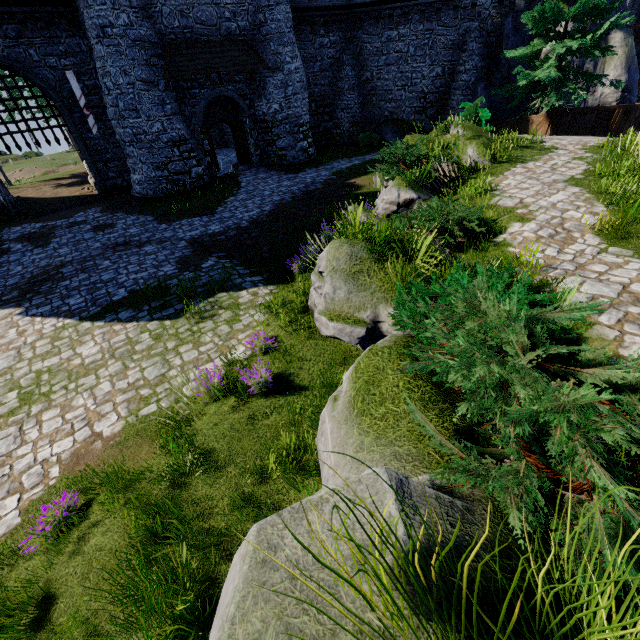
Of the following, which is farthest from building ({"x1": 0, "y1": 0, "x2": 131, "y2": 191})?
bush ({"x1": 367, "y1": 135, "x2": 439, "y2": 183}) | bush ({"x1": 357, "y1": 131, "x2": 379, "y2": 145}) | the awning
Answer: bush ({"x1": 367, "y1": 135, "x2": 439, "y2": 183})

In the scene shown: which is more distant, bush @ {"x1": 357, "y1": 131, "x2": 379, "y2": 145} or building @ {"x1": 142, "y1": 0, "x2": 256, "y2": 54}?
bush @ {"x1": 357, "y1": 131, "x2": 379, "y2": 145}

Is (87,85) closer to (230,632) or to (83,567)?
(83,567)

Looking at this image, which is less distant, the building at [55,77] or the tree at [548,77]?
the tree at [548,77]

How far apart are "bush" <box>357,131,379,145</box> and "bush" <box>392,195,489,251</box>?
19.36m

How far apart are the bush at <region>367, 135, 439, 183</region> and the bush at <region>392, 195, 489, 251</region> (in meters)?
2.25

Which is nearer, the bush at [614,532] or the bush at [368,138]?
the bush at [614,532]

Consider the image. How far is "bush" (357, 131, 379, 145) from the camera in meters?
24.0 m
